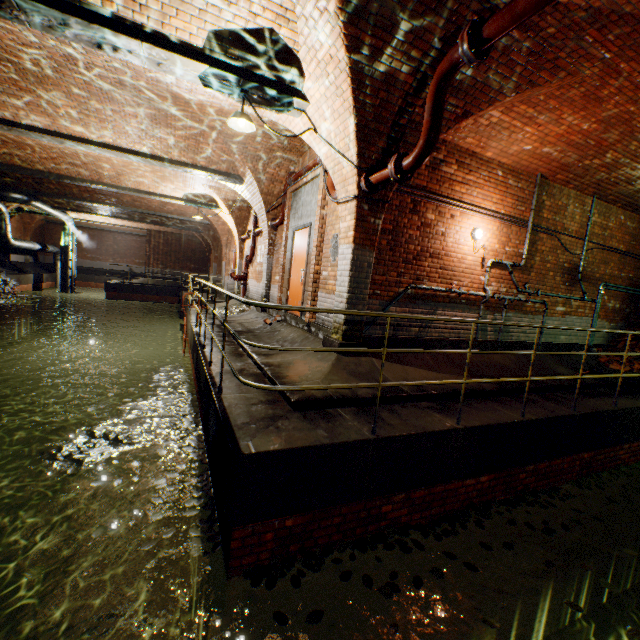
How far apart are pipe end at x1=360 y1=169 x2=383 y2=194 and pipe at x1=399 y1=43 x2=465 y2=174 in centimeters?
75cm

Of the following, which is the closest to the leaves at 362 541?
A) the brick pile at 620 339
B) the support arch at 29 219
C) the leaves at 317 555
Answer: the leaves at 317 555

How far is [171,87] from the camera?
5.66m

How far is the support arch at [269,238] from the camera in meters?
9.7

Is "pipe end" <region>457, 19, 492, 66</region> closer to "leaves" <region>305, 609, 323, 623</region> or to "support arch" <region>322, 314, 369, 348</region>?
"support arch" <region>322, 314, 369, 348</region>

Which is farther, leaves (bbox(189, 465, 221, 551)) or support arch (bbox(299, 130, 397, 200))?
support arch (bbox(299, 130, 397, 200))

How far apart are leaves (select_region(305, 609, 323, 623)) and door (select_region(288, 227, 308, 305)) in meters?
5.5 m

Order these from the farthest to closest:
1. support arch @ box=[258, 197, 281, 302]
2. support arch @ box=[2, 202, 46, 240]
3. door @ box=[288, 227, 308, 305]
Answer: support arch @ box=[2, 202, 46, 240], support arch @ box=[258, 197, 281, 302], door @ box=[288, 227, 308, 305]
